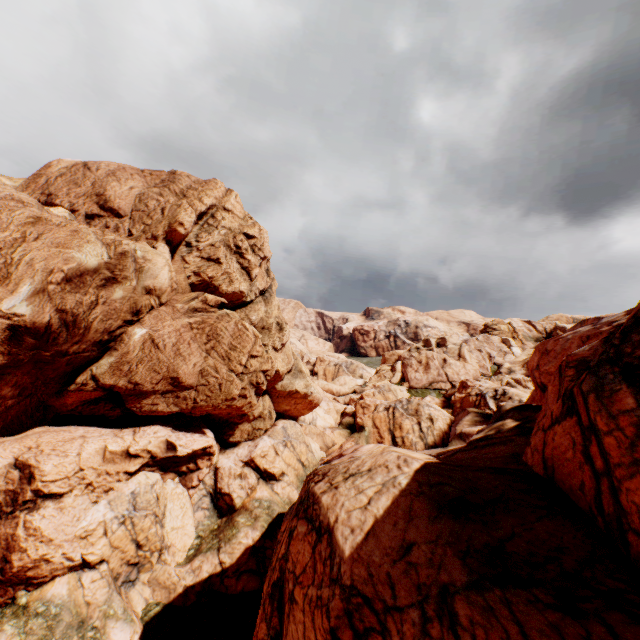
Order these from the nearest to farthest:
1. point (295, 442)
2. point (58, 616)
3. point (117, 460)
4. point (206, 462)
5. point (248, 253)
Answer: point (58, 616) < point (117, 460) < point (206, 462) < point (248, 253) < point (295, 442)
